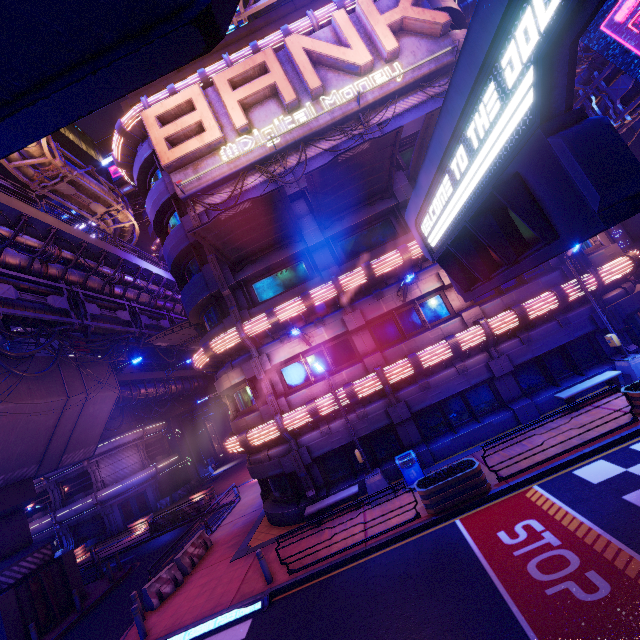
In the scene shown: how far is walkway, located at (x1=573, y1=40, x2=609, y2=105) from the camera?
15.67m

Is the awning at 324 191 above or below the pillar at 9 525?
above

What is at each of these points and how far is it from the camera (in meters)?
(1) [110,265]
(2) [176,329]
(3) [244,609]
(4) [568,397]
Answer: (1) walkway, 22.12
(2) awning, 22.03
(3) floor crosswalk, 10.20
(4) bench, 12.86

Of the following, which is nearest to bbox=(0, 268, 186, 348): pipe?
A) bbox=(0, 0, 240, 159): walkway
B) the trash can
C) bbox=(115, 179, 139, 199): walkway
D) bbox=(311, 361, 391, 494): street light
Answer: bbox=(0, 0, 240, 159): walkway

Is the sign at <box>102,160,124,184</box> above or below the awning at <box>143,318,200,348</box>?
above

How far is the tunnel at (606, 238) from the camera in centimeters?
3778cm

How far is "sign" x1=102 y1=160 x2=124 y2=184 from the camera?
47.47m

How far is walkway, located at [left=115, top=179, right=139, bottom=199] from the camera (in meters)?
48.25
